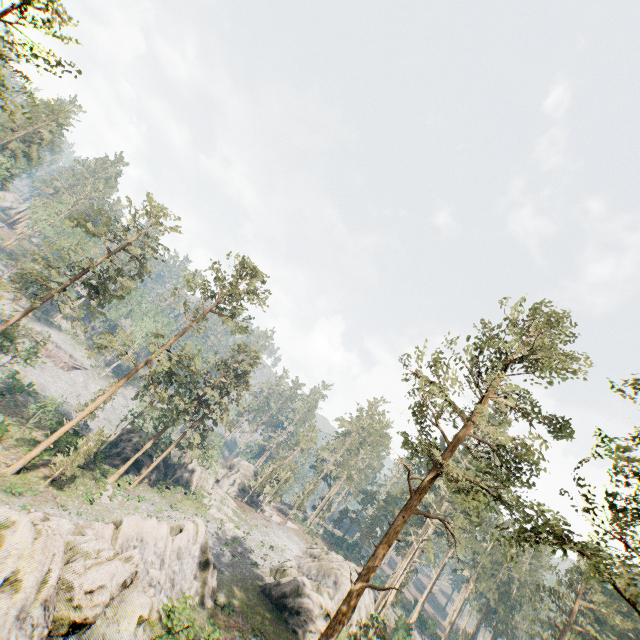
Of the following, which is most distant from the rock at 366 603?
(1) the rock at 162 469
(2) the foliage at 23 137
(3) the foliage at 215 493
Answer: (1) the rock at 162 469

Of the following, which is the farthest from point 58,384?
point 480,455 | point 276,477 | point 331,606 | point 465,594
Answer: point 465,594

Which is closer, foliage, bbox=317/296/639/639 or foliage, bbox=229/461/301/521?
foliage, bbox=317/296/639/639

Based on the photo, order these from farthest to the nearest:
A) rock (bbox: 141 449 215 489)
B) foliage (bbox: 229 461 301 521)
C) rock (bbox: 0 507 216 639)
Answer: foliage (bbox: 229 461 301 521) → rock (bbox: 141 449 215 489) → rock (bbox: 0 507 216 639)

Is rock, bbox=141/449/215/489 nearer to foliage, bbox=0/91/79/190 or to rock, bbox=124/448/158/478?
rock, bbox=124/448/158/478

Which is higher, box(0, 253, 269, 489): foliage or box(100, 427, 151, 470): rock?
box(0, 253, 269, 489): foliage

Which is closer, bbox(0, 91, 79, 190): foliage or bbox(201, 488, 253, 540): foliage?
bbox(201, 488, 253, 540): foliage

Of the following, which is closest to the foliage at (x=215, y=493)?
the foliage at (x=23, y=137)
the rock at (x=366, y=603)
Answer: the rock at (x=366, y=603)
